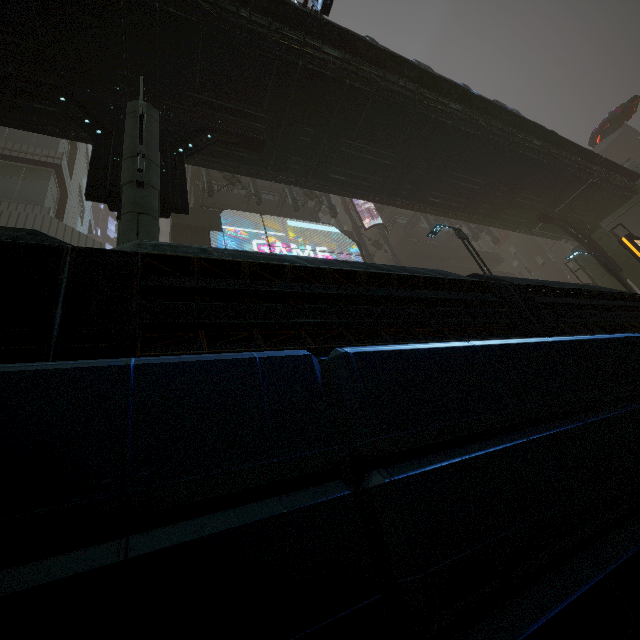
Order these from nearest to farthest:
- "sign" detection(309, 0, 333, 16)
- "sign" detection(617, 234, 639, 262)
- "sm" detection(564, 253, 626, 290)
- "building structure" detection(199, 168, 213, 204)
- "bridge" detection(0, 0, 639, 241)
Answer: "bridge" detection(0, 0, 639, 241) → "sign" detection(309, 0, 333, 16) → "sign" detection(617, 234, 639, 262) → "building structure" detection(199, 168, 213, 204) → "sm" detection(564, 253, 626, 290)

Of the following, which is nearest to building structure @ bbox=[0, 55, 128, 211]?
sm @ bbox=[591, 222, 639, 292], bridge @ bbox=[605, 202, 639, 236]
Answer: sm @ bbox=[591, 222, 639, 292]

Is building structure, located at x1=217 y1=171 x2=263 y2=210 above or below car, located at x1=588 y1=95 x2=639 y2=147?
below

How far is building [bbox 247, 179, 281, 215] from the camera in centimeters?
2216cm

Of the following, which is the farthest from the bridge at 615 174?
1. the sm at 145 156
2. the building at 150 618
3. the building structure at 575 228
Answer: the building at 150 618

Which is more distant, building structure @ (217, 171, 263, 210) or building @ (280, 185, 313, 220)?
building @ (280, 185, 313, 220)

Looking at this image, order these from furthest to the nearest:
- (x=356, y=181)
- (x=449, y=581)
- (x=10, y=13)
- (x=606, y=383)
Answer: (x=356, y=181) < (x=10, y=13) < (x=606, y=383) < (x=449, y=581)

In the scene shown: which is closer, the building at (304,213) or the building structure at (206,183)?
the building structure at (206,183)
